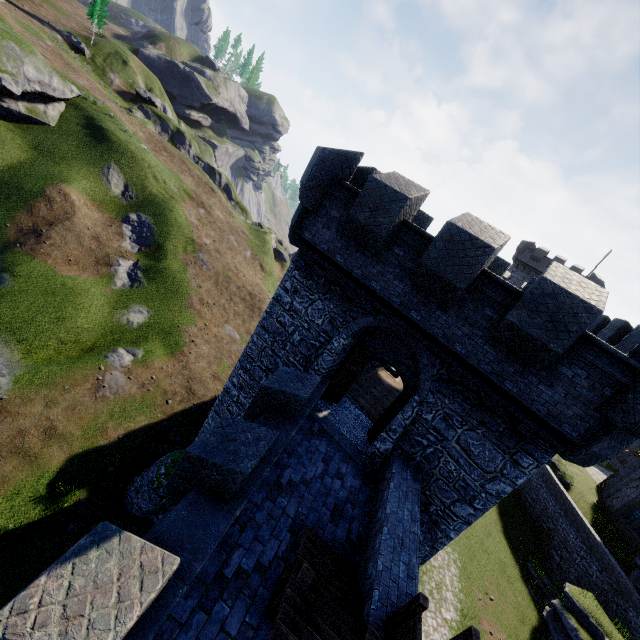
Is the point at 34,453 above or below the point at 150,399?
below

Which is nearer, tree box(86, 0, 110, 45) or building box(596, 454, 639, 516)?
building box(596, 454, 639, 516)

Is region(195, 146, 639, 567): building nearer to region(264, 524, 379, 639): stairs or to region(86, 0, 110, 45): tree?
region(264, 524, 379, 639): stairs

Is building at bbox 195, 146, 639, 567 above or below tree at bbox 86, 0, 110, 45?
below

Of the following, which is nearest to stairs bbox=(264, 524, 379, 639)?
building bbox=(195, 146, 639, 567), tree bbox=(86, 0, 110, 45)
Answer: building bbox=(195, 146, 639, 567)

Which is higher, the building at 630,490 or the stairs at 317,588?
the stairs at 317,588

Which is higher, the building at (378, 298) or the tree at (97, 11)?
the tree at (97, 11)
